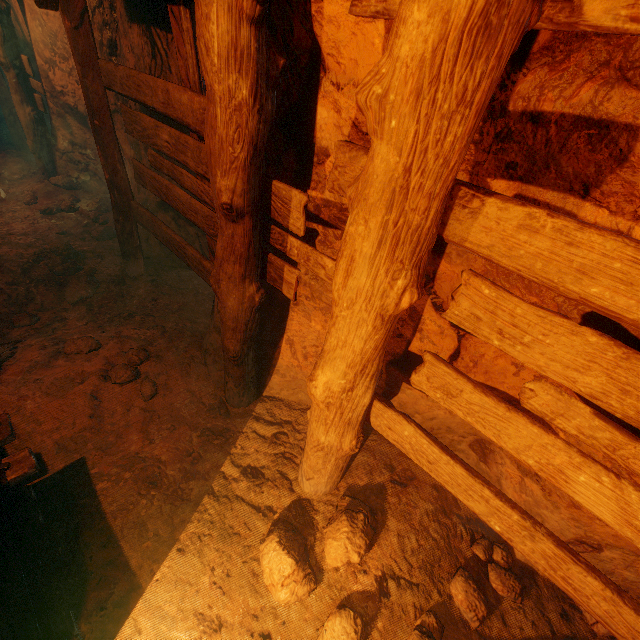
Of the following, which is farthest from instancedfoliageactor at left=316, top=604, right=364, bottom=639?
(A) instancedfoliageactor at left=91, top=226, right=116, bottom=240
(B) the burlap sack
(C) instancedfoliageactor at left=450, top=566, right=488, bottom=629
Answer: (A) instancedfoliageactor at left=91, top=226, right=116, bottom=240

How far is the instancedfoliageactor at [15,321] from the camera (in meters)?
3.44

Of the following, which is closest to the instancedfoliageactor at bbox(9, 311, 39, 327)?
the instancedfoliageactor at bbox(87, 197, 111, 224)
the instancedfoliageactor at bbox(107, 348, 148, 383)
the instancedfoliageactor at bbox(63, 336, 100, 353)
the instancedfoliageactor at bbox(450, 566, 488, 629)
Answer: the instancedfoliageactor at bbox(63, 336, 100, 353)

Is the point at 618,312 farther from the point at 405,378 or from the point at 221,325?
the point at 221,325

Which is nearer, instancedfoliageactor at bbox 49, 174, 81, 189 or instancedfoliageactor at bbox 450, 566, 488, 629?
instancedfoliageactor at bbox 450, 566, 488, 629

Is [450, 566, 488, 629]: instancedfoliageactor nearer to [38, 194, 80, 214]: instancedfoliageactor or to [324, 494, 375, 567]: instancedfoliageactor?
[324, 494, 375, 567]: instancedfoliageactor

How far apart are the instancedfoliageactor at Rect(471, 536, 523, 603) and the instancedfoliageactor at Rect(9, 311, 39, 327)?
4.76m

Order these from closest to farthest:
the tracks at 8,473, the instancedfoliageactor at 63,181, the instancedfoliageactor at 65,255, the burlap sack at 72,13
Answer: the burlap sack at 72,13 → the tracks at 8,473 → the instancedfoliageactor at 65,255 → the instancedfoliageactor at 63,181
